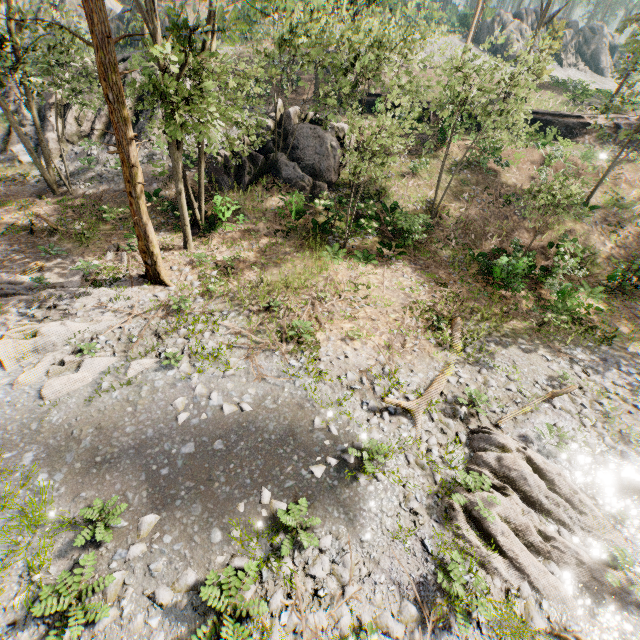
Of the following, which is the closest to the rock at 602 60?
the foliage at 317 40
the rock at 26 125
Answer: the foliage at 317 40

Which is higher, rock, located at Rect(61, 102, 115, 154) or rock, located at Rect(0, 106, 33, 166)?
rock, located at Rect(61, 102, 115, 154)

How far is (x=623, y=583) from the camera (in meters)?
7.96

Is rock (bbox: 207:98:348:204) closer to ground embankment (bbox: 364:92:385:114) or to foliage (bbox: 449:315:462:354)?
Answer: ground embankment (bbox: 364:92:385:114)

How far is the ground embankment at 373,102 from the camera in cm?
2711

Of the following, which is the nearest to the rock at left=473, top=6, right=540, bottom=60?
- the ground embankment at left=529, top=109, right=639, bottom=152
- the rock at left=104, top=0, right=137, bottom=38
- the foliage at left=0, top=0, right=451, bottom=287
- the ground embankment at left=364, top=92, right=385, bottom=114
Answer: the foliage at left=0, top=0, right=451, bottom=287

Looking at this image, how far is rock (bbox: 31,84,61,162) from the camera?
21.8m

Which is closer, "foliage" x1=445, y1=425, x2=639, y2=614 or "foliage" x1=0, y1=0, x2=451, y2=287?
"foliage" x1=445, y1=425, x2=639, y2=614
